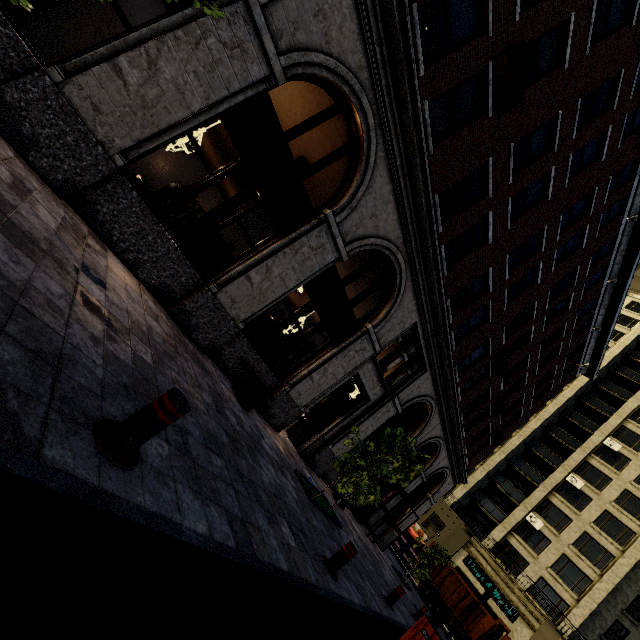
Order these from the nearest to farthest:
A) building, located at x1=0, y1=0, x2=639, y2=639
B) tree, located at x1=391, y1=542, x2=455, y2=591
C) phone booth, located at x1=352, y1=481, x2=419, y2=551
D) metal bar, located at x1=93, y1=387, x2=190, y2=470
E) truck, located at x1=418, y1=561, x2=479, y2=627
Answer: metal bar, located at x1=93, y1=387, x2=190, y2=470 → building, located at x1=0, y1=0, x2=639, y2=639 → phone booth, located at x1=352, y1=481, x2=419, y2=551 → tree, located at x1=391, y1=542, x2=455, y2=591 → truck, located at x1=418, y1=561, x2=479, y2=627

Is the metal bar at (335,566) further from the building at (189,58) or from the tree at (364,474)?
the building at (189,58)

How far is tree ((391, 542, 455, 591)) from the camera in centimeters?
1706cm

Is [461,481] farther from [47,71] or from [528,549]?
[47,71]

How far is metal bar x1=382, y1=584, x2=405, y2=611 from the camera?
8.8 meters

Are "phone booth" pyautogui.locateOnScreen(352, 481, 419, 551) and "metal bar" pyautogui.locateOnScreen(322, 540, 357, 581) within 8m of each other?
no

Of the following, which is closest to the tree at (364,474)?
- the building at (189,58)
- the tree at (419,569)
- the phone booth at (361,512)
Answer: the building at (189,58)

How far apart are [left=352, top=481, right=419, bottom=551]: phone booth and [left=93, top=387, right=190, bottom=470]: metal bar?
15.7 meters
